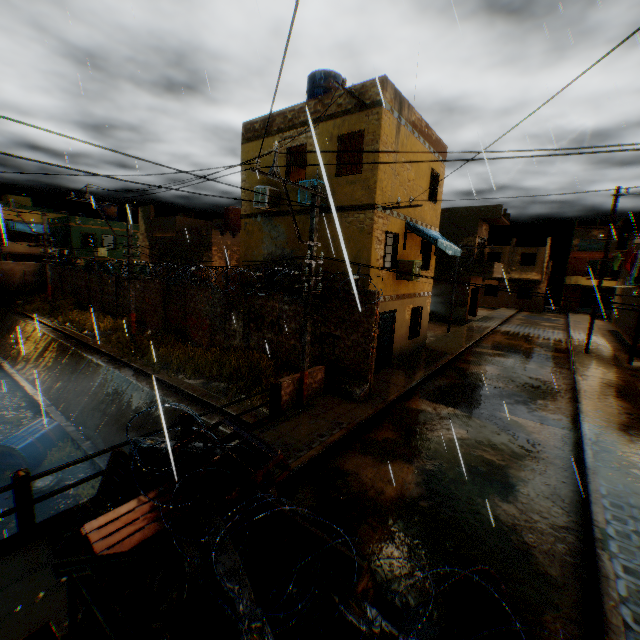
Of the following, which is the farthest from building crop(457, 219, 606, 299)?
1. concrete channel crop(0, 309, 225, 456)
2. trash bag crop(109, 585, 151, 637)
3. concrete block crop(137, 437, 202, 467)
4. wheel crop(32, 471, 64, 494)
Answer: wheel crop(32, 471, 64, 494)

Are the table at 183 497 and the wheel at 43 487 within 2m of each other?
no

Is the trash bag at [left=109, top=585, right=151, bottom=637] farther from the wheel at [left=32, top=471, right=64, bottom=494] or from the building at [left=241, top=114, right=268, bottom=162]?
the wheel at [left=32, top=471, right=64, bottom=494]

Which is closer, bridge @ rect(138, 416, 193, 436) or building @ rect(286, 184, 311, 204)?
bridge @ rect(138, 416, 193, 436)

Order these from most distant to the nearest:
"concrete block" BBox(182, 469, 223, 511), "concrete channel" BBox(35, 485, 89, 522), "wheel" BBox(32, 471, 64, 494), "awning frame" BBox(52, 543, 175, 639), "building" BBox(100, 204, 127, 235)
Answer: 1. "building" BBox(100, 204, 127, 235)
2. "wheel" BBox(32, 471, 64, 494)
3. "concrete channel" BBox(35, 485, 89, 522)
4. "concrete block" BBox(182, 469, 223, 511)
5. "awning frame" BBox(52, 543, 175, 639)

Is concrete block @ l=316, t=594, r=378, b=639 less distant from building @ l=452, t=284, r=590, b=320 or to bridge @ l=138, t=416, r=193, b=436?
bridge @ l=138, t=416, r=193, b=436

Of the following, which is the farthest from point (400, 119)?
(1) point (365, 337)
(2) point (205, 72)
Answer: (1) point (365, 337)

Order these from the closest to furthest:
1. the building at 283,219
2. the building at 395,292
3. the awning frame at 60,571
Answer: the awning frame at 60,571 < the building at 395,292 < the building at 283,219
